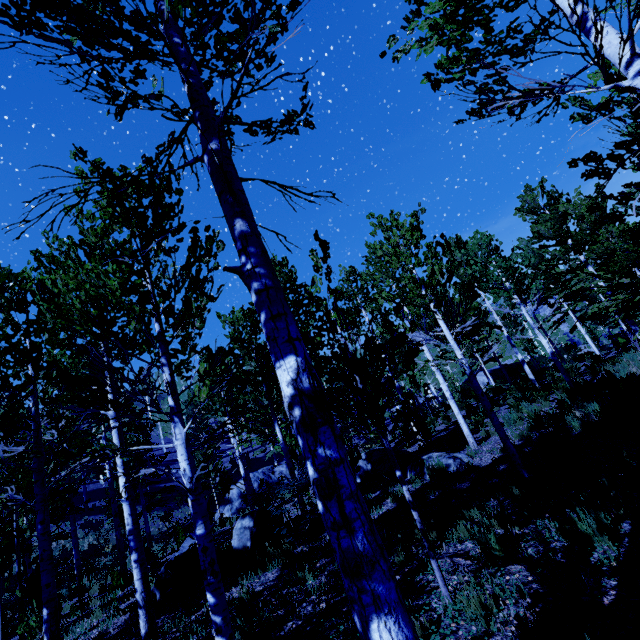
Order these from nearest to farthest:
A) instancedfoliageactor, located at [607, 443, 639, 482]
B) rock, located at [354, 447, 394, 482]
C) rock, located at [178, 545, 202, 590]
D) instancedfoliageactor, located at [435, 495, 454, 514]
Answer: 1. instancedfoliageactor, located at [607, 443, 639, 482]
2. instancedfoliageactor, located at [435, 495, 454, 514]
3. rock, located at [178, 545, 202, 590]
4. rock, located at [354, 447, 394, 482]

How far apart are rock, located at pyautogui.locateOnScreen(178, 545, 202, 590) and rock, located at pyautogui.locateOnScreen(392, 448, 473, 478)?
5.3m

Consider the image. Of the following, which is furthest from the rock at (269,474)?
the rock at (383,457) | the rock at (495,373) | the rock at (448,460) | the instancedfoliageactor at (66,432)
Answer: the rock at (495,373)

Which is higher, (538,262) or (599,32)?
(538,262)

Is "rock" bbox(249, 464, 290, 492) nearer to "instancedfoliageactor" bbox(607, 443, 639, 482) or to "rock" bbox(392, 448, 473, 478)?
"instancedfoliageactor" bbox(607, 443, 639, 482)

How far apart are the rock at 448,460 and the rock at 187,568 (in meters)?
5.28

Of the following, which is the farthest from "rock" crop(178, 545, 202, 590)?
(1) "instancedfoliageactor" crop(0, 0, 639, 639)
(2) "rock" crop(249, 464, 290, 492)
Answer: (2) "rock" crop(249, 464, 290, 492)

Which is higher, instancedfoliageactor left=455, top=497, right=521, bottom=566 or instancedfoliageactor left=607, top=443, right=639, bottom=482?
instancedfoliageactor left=455, top=497, right=521, bottom=566
